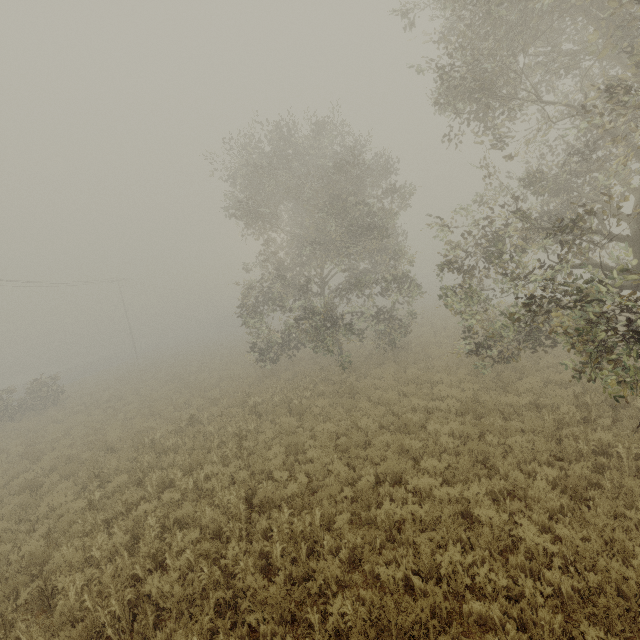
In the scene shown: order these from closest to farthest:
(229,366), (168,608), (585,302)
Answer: (168,608)
(585,302)
(229,366)
